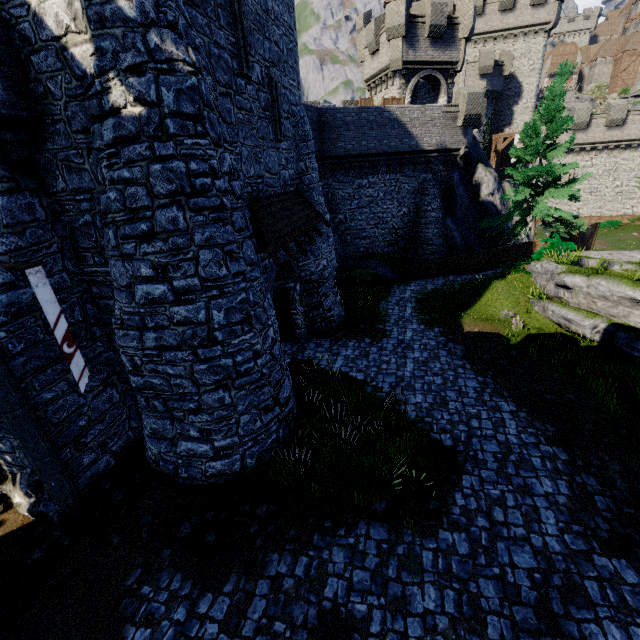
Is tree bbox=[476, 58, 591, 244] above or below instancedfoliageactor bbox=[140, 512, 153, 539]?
above

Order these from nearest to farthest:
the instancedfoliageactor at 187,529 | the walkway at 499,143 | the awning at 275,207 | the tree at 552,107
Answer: the instancedfoliageactor at 187,529
the awning at 275,207
the tree at 552,107
the walkway at 499,143

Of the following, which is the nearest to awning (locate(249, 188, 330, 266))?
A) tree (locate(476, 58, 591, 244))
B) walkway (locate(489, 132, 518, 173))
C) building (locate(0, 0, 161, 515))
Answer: building (locate(0, 0, 161, 515))

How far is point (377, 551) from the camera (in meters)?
6.54

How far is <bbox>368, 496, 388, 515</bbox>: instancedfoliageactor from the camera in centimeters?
720cm

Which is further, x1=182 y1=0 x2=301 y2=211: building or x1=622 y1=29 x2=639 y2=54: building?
x1=622 y1=29 x2=639 y2=54: building

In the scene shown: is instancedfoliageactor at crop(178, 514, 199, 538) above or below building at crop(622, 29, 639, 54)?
below

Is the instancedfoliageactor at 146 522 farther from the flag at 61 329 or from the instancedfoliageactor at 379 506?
the instancedfoliageactor at 379 506
